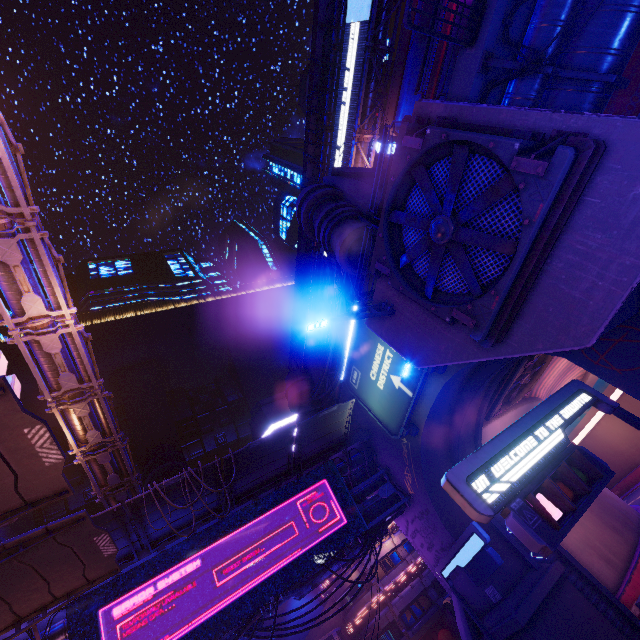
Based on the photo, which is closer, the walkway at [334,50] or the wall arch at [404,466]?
the wall arch at [404,466]

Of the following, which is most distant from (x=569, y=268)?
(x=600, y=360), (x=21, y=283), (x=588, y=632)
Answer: (x=21, y=283)

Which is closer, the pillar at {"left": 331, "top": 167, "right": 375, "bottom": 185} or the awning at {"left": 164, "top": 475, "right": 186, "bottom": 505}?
the awning at {"left": 164, "top": 475, "right": 186, "bottom": 505}

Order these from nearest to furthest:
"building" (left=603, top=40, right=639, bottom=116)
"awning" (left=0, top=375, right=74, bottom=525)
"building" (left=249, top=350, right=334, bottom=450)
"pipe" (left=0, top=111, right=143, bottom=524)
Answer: "awning" (left=0, top=375, right=74, bottom=525)
"pipe" (left=0, top=111, right=143, bottom=524)
"building" (left=603, top=40, right=639, bottom=116)
"building" (left=249, top=350, right=334, bottom=450)

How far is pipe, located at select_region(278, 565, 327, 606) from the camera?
16.4 meters

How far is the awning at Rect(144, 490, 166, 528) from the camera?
14.3m

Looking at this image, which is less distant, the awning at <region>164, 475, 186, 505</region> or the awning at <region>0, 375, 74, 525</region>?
the awning at <region>0, 375, 74, 525</region>

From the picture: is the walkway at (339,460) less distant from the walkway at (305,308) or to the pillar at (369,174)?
the pillar at (369,174)
